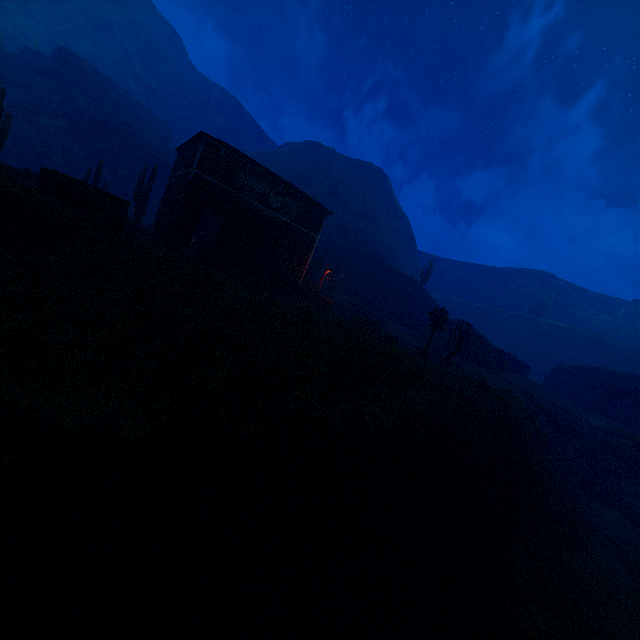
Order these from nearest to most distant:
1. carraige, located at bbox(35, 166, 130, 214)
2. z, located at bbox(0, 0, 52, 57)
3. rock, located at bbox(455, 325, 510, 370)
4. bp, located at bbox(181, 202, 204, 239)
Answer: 1. carraige, located at bbox(35, 166, 130, 214)
2. bp, located at bbox(181, 202, 204, 239)
3. rock, located at bbox(455, 325, 510, 370)
4. z, located at bbox(0, 0, 52, 57)

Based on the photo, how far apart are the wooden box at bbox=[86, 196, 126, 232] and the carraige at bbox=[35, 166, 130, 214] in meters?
0.0

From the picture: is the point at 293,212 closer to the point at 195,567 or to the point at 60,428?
the point at 60,428

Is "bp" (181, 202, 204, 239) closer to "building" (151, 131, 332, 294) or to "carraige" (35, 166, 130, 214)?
"building" (151, 131, 332, 294)

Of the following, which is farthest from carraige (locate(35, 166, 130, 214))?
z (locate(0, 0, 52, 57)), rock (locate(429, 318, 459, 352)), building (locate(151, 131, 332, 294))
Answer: z (locate(0, 0, 52, 57))

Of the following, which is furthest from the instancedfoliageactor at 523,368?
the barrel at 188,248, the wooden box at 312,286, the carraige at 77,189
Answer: the carraige at 77,189

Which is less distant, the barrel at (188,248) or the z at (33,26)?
the barrel at (188,248)

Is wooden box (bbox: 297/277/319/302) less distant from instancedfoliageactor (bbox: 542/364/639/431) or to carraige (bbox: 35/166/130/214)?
carraige (bbox: 35/166/130/214)
